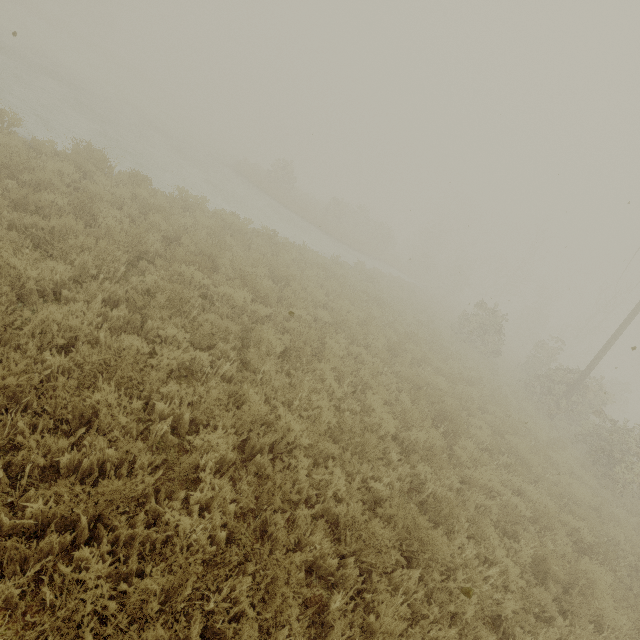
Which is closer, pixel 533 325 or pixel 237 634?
pixel 237 634
